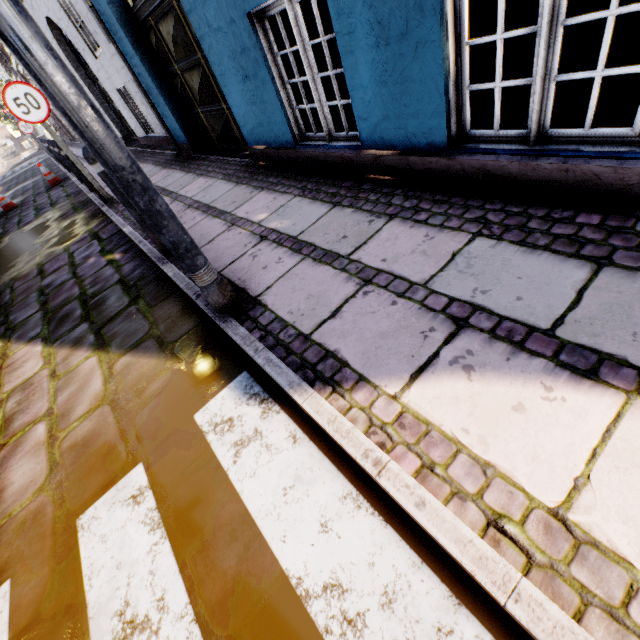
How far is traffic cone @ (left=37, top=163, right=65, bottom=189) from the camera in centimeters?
1106cm

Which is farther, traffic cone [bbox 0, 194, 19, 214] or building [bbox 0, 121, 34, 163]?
building [bbox 0, 121, 34, 163]

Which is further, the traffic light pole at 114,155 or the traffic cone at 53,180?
the traffic cone at 53,180

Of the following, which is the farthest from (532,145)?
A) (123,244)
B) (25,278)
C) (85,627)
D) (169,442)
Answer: (25,278)

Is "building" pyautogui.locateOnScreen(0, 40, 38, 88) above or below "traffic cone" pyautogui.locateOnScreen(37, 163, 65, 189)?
above

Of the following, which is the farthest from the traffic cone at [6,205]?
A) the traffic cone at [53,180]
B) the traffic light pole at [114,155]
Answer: the traffic light pole at [114,155]

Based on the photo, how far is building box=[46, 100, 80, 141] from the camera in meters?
21.1 m

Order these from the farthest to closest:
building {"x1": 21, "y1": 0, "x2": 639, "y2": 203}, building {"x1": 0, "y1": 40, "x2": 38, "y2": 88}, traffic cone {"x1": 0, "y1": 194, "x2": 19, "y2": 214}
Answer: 1. building {"x1": 0, "y1": 40, "x2": 38, "y2": 88}
2. traffic cone {"x1": 0, "y1": 194, "x2": 19, "y2": 214}
3. building {"x1": 21, "y1": 0, "x2": 639, "y2": 203}
